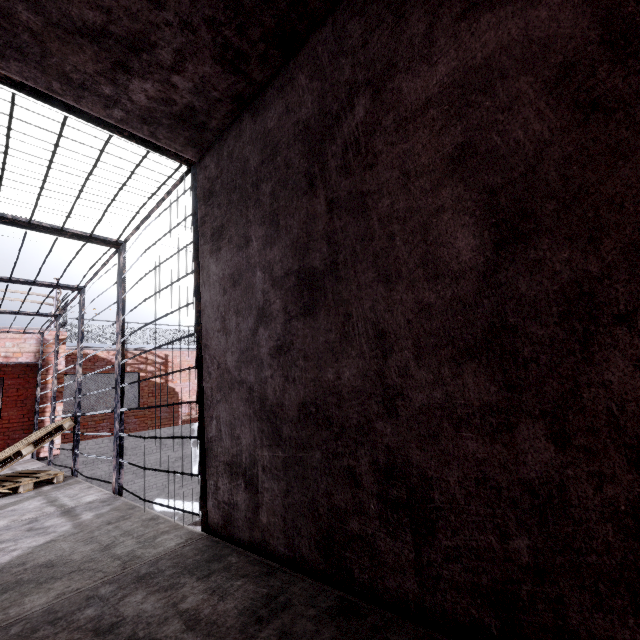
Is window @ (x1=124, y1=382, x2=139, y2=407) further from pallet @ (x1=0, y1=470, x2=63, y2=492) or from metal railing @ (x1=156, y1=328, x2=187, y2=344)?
pallet @ (x1=0, y1=470, x2=63, y2=492)

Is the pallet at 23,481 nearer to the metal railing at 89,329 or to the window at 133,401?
the metal railing at 89,329

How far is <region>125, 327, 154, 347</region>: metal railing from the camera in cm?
1222

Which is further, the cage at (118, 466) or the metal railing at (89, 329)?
the metal railing at (89, 329)

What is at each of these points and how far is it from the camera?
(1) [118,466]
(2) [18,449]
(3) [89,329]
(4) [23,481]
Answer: (1) cage, 3.5m
(2) pallet, 4.2m
(3) metal railing, 11.3m
(4) pallet, 4.0m

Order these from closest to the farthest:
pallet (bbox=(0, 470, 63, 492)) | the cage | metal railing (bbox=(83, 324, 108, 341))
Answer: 1. the cage
2. pallet (bbox=(0, 470, 63, 492))
3. metal railing (bbox=(83, 324, 108, 341))

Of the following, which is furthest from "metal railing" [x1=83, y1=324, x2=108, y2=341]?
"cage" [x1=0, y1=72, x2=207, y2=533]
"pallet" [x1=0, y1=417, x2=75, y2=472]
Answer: "pallet" [x1=0, y1=417, x2=75, y2=472]

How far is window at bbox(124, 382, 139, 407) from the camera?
11.8 meters
